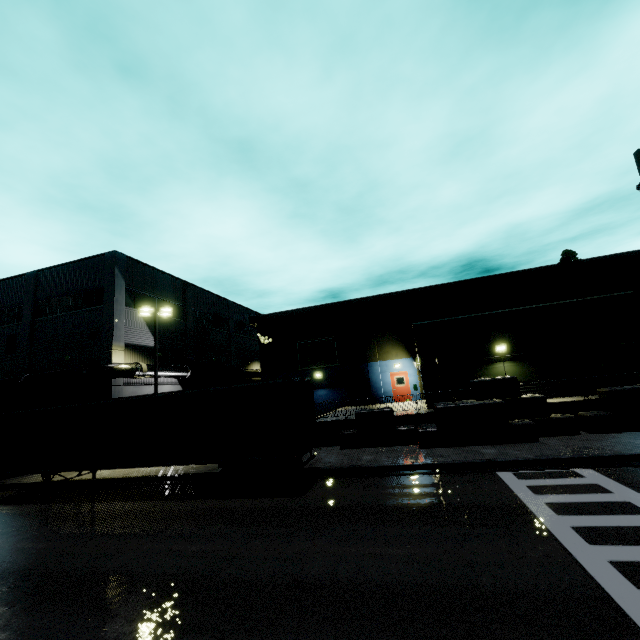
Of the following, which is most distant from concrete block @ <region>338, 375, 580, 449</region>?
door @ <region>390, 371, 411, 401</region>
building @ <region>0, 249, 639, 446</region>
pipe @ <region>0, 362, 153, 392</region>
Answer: door @ <region>390, 371, 411, 401</region>

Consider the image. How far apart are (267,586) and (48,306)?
28.8 meters

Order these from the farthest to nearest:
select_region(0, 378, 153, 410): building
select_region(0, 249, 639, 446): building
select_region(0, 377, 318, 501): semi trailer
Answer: select_region(0, 378, 153, 410): building → select_region(0, 249, 639, 446): building → select_region(0, 377, 318, 501): semi trailer

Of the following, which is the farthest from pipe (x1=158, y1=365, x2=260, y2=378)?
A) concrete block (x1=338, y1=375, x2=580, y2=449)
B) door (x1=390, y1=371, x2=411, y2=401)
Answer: door (x1=390, y1=371, x2=411, y2=401)

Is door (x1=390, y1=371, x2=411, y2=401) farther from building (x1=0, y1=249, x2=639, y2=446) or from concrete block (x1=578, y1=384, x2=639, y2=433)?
concrete block (x1=578, y1=384, x2=639, y2=433)

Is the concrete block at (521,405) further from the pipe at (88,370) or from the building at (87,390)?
the pipe at (88,370)

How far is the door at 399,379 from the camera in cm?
2669
